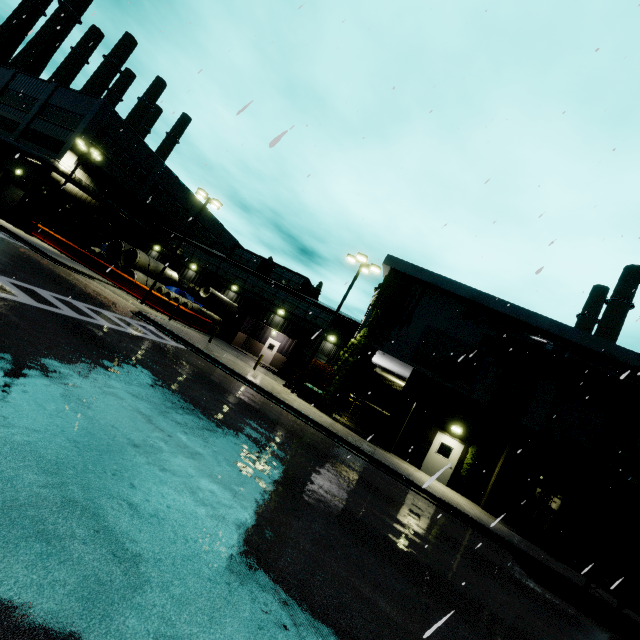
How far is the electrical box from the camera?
19.7 meters

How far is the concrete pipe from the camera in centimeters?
2862cm

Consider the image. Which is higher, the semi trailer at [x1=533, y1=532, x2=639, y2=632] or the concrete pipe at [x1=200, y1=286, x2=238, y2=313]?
the concrete pipe at [x1=200, y1=286, x2=238, y2=313]

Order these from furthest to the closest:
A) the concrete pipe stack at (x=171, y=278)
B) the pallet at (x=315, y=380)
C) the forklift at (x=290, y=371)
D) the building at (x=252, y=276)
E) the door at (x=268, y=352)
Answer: the door at (x=268, y=352)
the building at (x=252, y=276)
the concrete pipe stack at (x=171, y=278)
the forklift at (x=290, y=371)
the pallet at (x=315, y=380)

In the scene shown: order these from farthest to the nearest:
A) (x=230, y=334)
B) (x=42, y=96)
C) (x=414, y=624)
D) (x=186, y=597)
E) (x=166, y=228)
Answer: (x=166, y=228) < (x=42, y=96) < (x=230, y=334) < (x=414, y=624) < (x=186, y=597)

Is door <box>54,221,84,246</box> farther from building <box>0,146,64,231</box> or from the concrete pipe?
the concrete pipe

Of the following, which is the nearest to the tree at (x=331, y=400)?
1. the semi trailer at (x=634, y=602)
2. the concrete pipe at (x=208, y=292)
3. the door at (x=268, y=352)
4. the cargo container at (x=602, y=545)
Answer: the cargo container at (x=602, y=545)

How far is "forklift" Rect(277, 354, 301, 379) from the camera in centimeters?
2720cm
